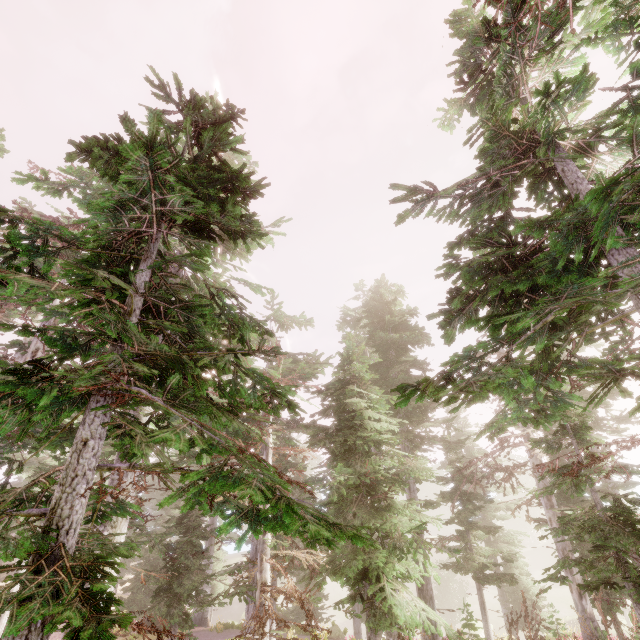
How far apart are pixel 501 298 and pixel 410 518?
8.1m
